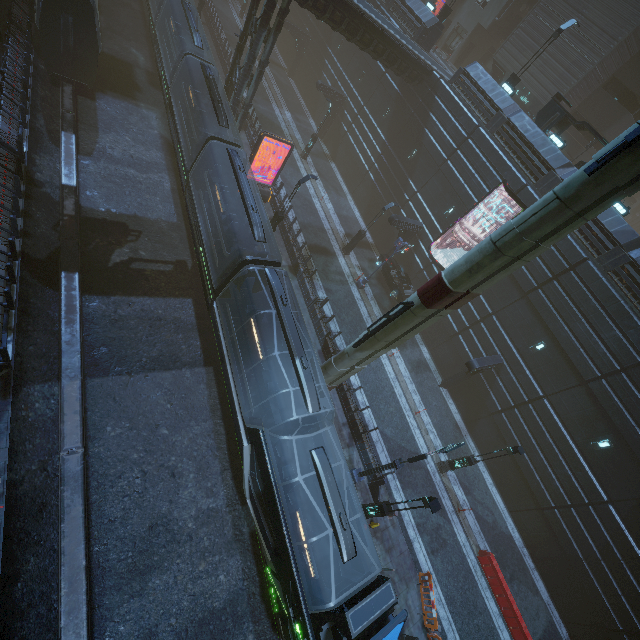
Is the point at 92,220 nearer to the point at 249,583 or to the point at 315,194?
the point at 315,194

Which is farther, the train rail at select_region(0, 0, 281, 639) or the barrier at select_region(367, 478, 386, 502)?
the barrier at select_region(367, 478, 386, 502)

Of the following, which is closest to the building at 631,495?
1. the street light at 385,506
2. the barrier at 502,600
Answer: the street light at 385,506

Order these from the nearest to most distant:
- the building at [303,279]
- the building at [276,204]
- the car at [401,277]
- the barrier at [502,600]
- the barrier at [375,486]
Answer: the barrier at [375,486] → the barrier at [502,600] → the building at [303,279] → the building at [276,204] → the car at [401,277]

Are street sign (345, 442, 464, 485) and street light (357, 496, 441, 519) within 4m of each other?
yes

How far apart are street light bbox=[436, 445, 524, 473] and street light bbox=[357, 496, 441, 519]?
6.69m

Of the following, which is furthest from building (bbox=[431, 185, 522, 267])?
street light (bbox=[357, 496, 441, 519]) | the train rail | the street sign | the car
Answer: street light (bbox=[357, 496, 441, 519])

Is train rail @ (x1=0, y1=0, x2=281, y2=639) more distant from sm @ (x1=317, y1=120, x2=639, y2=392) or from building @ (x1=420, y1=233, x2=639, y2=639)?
sm @ (x1=317, y1=120, x2=639, y2=392)
